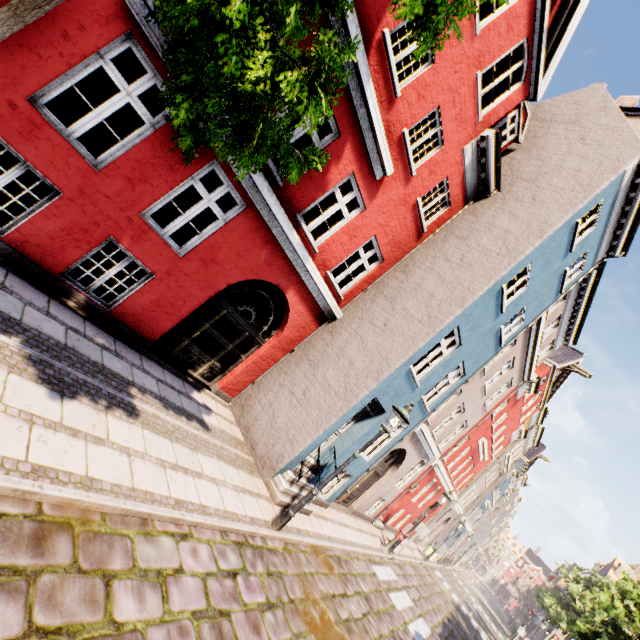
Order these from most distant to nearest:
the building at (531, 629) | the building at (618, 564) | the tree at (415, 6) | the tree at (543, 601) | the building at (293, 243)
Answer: the building at (531, 629)
the building at (618, 564)
the tree at (543, 601)
the building at (293, 243)
the tree at (415, 6)

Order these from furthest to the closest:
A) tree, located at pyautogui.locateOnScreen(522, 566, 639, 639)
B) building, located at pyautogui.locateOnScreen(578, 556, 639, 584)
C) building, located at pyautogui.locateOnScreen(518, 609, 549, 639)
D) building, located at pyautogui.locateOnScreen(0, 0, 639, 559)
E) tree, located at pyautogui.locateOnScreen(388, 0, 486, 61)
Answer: building, located at pyautogui.locateOnScreen(518, 609, 549, 639)
building, located at pyautogui.locateOnScreen(578, 556, 639, 584)
tree, located at pyautogui.locateOnScreen(522, 566, 639, 639)
building, located at pyautogui.locateOnScreen(0, 0, 639, 559)
tree, located at pyautogui.locateOnScreen(388, 0, 486, 61)

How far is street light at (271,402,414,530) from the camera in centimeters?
663cm

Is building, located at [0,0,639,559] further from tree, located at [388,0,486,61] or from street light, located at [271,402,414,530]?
tree, located at [388,0,486,61]

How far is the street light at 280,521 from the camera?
6.6 meters

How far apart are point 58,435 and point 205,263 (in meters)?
4.28

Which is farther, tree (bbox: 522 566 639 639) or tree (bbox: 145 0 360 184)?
A: tree (bbox: 522 566 639 639)

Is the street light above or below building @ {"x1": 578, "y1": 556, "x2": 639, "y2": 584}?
below
